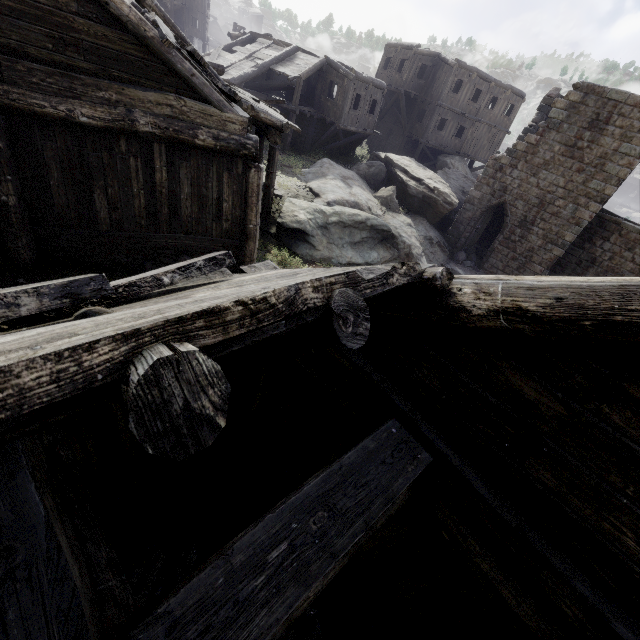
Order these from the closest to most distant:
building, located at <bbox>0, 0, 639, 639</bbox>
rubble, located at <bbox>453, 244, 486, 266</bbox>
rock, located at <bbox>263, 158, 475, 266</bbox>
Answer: building, located at <bbox>0, 0, 639, 639</bbox>, rock, located at <bbox>263, 158, 475, 266</bbox>, rubble, located at <bbox>453, 244, 486, 266</bbox>

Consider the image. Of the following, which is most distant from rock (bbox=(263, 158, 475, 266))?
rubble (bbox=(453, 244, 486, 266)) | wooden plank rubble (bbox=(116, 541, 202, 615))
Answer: wooden plank rubble (bbox=(116, 541, 202, 615))

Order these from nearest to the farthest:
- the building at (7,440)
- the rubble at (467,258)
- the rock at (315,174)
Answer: the building at (7,440), the rock at (315,174), the rubble at (467,258)

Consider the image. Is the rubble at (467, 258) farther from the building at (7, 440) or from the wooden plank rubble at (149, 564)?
the wooden plank rubble at (149, 564)

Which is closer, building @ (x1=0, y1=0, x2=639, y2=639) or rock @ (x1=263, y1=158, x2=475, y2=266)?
building @ (x1=0, y1=0, x2=639, y2=639)

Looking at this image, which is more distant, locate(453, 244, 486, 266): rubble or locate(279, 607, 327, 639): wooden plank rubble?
locate(453, 244, 486, 266): rubble

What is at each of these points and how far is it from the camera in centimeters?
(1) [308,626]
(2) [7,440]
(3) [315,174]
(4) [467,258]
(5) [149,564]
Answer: (1) wooden plank rubble, 384cm
(2) building, 78cm
(3) rock, 1833cm
(4) rubble, 2072cm
(5) wooden plank rubble, 432cm

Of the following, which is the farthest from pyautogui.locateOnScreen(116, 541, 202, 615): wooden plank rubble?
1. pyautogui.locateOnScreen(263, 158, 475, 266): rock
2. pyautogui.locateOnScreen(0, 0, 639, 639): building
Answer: pyautogui.locateOnScreen(263, 158, 475, 266): rock
